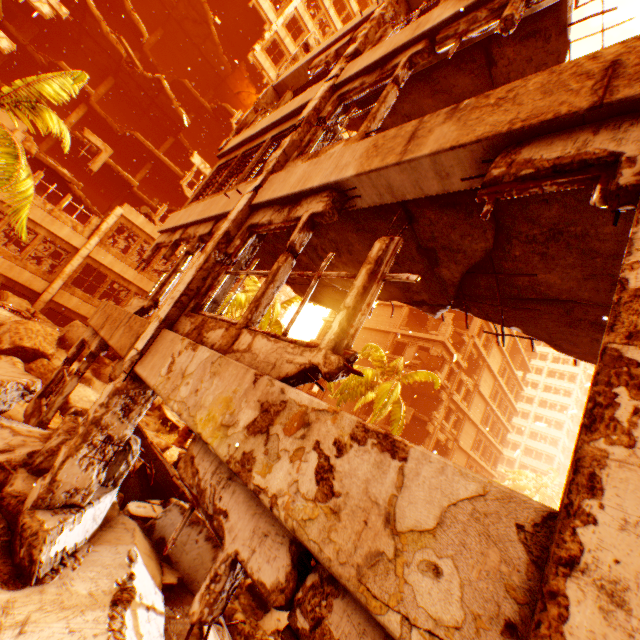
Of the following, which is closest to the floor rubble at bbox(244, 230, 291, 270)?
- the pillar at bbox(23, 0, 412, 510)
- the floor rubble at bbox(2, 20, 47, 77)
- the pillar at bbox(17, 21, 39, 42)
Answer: the pillar at bbox(23, 0, 412, 510)

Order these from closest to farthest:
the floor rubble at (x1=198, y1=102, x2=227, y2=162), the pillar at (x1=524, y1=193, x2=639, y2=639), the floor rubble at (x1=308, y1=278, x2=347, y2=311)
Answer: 1. the pillar at (x1=524, y1=193, x2=639, y2=639)
2. the floor rubble at (x1=308, y1=278, x2=347, y2=311)
3. the floor rubble at (x1=198, y1=102, x2=227, y2=162)

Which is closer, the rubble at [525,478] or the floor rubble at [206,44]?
the floor rubble at [206,44]

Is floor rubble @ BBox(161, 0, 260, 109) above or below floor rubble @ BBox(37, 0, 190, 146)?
above

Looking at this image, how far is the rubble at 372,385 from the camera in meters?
18.6 m

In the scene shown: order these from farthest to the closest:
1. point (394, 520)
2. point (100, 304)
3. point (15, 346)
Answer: point (100, 304)
point (15, 346)
point (394, 520)

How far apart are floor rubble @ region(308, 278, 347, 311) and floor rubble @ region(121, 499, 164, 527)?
5.6 meters

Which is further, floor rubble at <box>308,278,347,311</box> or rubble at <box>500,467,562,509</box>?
rubble at <box>500,467,562,509</box>
